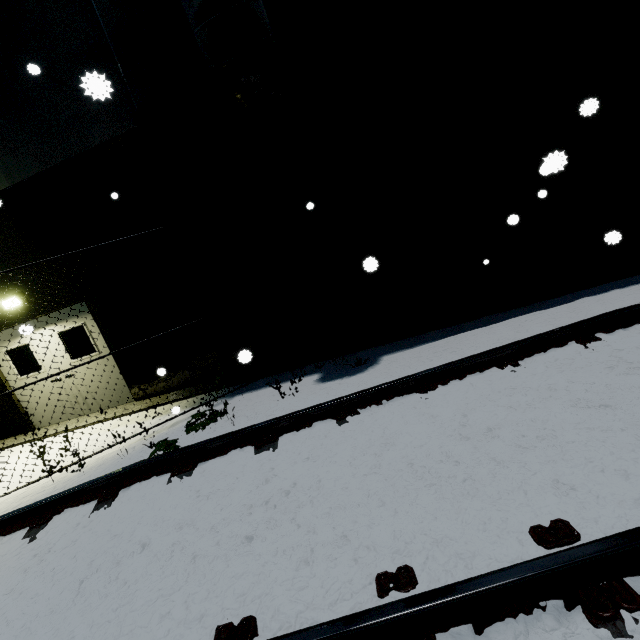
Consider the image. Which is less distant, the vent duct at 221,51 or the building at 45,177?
the vent duct at 221,51

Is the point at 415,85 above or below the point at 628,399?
above

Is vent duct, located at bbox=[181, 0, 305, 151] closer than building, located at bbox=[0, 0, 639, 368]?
Yes
